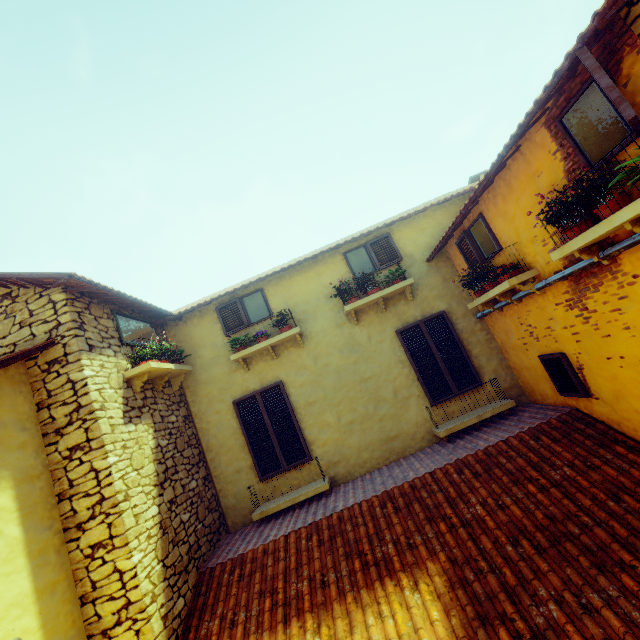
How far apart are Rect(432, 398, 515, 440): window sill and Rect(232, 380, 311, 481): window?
2.5m

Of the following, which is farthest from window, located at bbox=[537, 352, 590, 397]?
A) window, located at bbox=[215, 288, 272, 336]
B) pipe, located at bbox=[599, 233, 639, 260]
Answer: window, located at bbox=[215, 288, 272, 336]

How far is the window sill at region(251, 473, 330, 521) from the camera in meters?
5.8 m

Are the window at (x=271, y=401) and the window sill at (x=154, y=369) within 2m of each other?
yes

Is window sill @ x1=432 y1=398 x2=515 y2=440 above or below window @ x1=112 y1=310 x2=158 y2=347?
below

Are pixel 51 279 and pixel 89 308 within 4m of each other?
yes

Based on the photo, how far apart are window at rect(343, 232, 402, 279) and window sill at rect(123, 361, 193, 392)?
3.9 meters

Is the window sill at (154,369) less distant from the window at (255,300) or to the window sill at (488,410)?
the window at (255,300)
